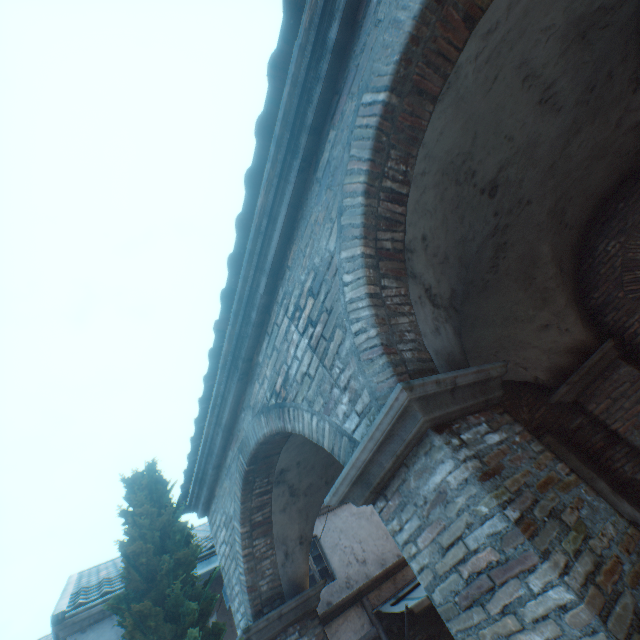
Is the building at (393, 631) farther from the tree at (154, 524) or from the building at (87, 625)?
the tree at (154, 524)

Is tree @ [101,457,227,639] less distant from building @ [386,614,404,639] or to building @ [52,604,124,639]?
building @ [52,604,124,639]

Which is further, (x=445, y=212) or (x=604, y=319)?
(x=604, y=319)

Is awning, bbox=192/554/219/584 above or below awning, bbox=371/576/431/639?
above

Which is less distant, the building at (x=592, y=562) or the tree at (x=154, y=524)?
the building at (x=592, y=562)

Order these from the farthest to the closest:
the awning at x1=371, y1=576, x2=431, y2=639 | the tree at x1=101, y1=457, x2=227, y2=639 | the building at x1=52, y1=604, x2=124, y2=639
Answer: the awning at x1=371, y1=576, x2=431, y2=639, the building at x1=52, y1=604, x2=124, y2=639, the tree at x1=101, y1=457, x2=227, y2=639

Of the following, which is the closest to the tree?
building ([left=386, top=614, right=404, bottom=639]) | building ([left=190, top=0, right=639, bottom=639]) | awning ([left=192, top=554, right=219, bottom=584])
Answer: building ([left=190, top=0, right=639, bottom=639])

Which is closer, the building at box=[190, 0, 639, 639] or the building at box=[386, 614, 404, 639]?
the building at box=[190, 0, 639, 639]
